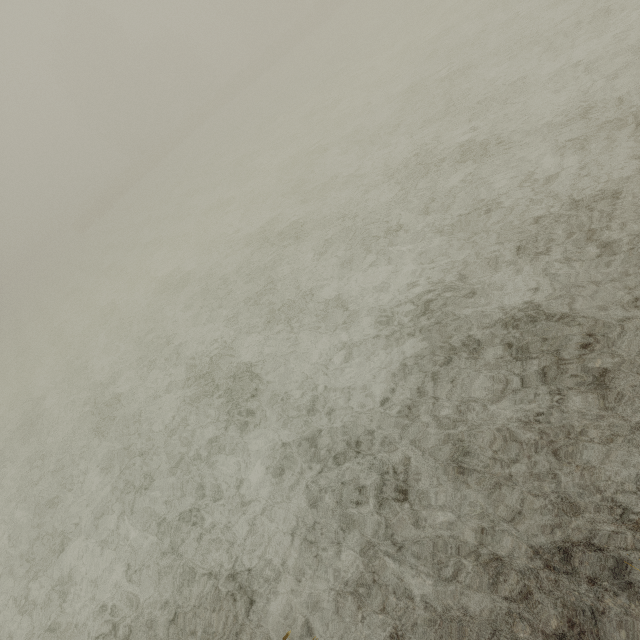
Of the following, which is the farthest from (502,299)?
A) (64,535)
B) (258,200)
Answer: (258,200)
